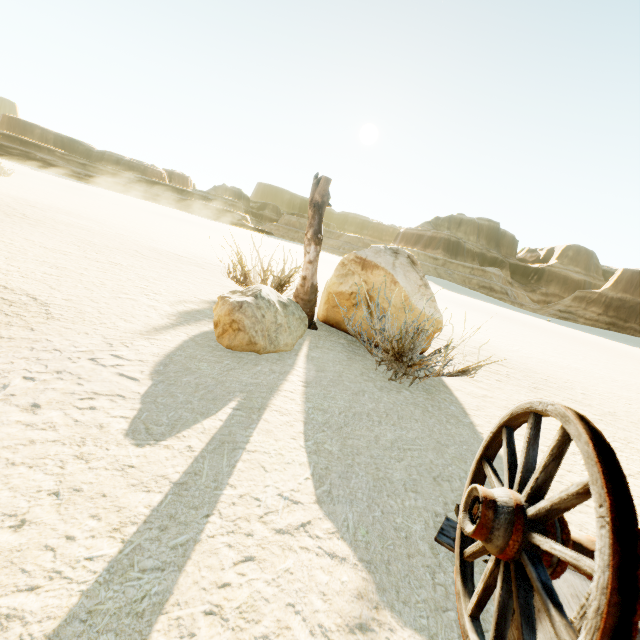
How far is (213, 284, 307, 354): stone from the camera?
3.3 meters

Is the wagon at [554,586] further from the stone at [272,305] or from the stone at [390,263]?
the stone at [390,263]

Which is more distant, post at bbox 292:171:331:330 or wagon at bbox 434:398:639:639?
post at bbox 292:171:331:330

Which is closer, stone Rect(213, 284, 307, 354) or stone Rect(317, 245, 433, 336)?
stone Rect(213, 284, 307, 354)

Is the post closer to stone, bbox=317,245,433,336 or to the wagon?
stone, bbox=317,245,433,336

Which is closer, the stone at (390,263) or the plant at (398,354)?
the plant at (398,354)

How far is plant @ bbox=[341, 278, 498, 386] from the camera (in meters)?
3.32

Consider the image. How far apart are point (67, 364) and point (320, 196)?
3.8m
